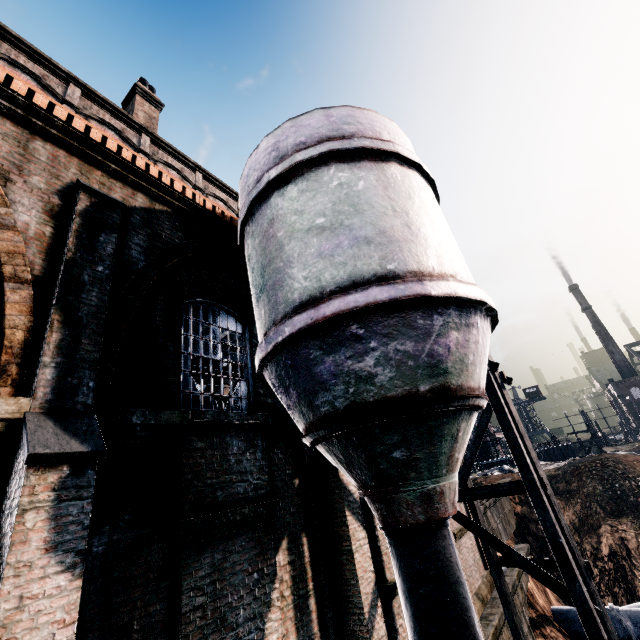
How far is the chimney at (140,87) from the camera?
17.2 meters

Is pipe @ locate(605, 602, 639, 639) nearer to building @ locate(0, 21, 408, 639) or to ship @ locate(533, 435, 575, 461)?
building @ locate(0, 21, 408, 639)

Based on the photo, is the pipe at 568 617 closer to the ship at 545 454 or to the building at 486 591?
the building at 486 591

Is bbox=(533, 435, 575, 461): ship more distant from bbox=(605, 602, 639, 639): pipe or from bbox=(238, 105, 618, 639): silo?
bbox=(238, 105, 618, 639): silo

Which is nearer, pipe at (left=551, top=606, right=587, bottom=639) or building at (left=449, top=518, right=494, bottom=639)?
building at (left=449, top=518, right=494, bottom=639)

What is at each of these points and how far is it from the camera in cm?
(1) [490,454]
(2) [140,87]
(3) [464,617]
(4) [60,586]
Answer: (1) ship, 5084
(2) chimney, 1777
(3) silo, 468
(4) building, 340

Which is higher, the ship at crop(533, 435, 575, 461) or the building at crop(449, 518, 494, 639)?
the ship at crop(533, 435, 575, 461)

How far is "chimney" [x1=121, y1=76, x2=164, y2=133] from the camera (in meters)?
17.16
